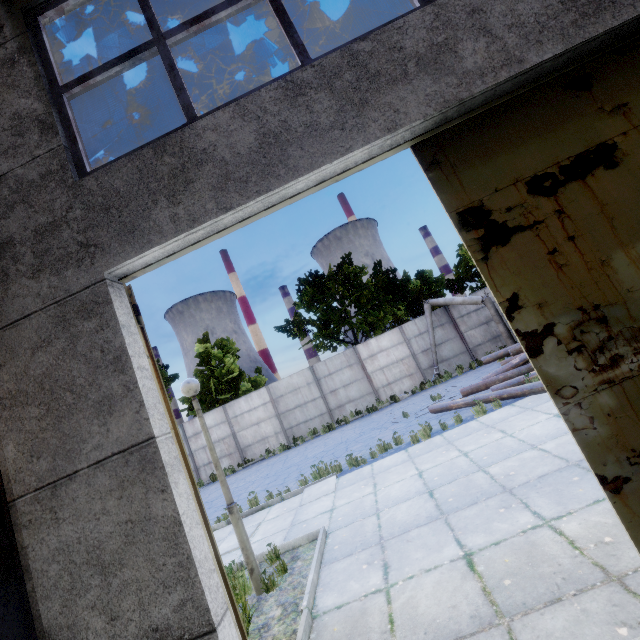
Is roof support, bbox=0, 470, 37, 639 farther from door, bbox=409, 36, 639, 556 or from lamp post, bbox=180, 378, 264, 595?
door, bbox=409, 36, 639, 556

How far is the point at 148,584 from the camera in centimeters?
221cm

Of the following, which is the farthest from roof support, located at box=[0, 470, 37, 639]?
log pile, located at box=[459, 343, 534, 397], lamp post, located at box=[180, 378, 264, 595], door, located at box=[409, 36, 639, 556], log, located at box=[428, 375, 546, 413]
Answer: log pile, located at box=[459, 343, 534, 397]

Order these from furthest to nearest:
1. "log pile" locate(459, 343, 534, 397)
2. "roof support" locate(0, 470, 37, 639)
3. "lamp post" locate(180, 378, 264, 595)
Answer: "log pile" locate(459, 343, 534, 397) < "lamp post" locate(180, 378, 264, 595) < "roof support" locate(0, 470, 37, 639)

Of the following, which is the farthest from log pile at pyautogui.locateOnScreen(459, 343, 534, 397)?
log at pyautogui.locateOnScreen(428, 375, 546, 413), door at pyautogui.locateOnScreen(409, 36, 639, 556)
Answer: door at pyautogui.locateOnScreen(409, 36, 639, 556)

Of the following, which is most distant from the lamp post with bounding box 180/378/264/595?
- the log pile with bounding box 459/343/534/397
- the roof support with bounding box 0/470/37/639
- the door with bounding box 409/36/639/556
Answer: the log pile with bounding box 459/343/534/397

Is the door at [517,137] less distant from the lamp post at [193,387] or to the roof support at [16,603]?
the roof support at [16,603]

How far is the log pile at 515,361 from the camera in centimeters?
1067cm
